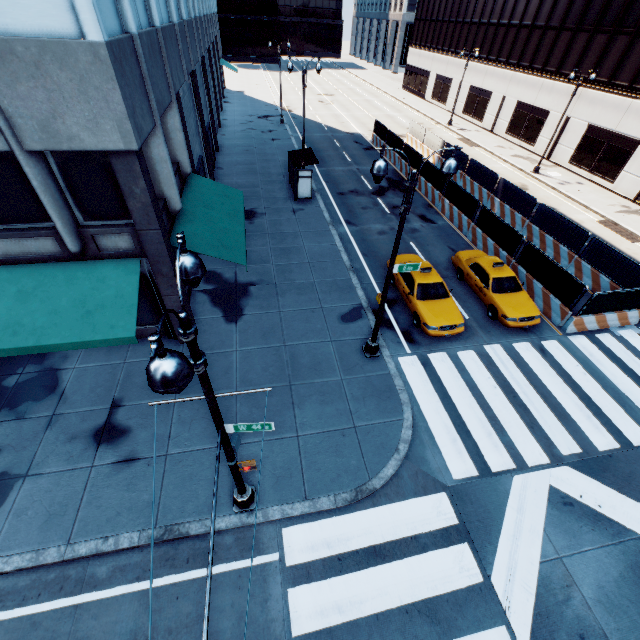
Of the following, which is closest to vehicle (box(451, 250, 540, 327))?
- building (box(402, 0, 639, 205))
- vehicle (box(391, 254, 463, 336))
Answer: vehicle (box(391, 254, 463, 336))

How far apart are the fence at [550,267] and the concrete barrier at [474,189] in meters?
0.0

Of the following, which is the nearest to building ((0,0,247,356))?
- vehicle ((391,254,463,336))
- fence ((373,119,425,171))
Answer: vehicle ((391,254,463,336))

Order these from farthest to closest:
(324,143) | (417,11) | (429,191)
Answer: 1. (417,11)
2. (324,143)
3. (429,191)

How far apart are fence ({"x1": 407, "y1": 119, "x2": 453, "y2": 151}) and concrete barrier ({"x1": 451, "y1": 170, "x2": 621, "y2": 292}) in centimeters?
1cm

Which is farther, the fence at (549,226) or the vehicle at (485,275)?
the fence at (549,226)

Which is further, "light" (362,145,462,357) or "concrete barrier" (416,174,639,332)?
"concrete barrier" (416,174,639,332)

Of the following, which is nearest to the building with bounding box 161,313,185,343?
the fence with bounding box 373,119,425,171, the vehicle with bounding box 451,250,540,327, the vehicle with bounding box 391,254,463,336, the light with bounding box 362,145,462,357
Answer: the light with bounding box 362,145,462,357
